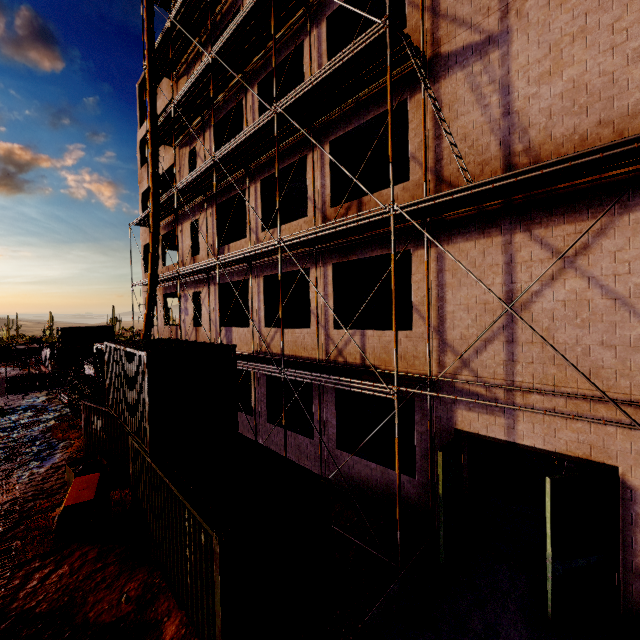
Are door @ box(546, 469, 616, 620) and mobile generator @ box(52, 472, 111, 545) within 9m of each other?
no

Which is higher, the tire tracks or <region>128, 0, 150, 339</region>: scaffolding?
<region>128, 0, 150, 339</region>: scaffolding

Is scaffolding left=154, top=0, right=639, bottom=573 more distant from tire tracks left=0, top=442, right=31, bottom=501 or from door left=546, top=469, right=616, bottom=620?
tire tracks left=0, top=442, right=31, bottom=501

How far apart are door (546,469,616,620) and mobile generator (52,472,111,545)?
10.3 meters

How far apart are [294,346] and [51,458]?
12.4m

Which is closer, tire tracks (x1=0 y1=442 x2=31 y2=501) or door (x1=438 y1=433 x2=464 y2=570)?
door (x1=438 y1=433 x2=464 y2=570)

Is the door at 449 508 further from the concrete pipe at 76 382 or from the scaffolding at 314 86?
the concrete pipe at 76 382

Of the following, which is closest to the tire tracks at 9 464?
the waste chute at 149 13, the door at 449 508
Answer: the waste chute at 149 13
